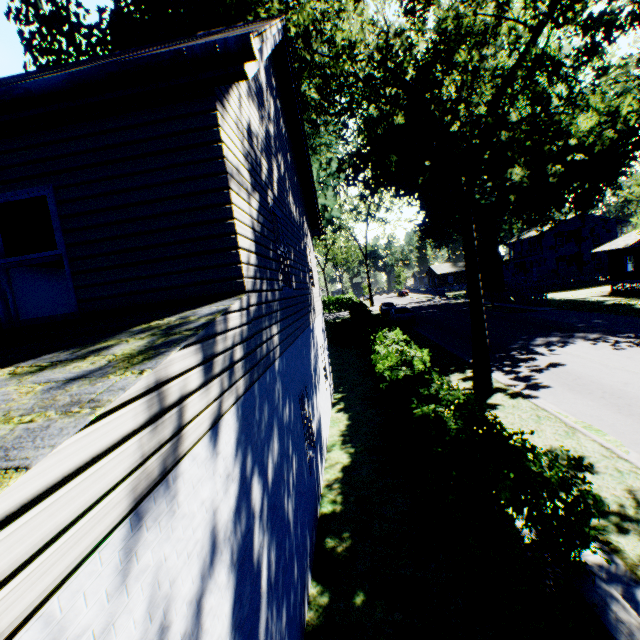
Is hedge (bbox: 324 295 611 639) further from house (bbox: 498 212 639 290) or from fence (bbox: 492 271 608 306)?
house (bbox: 498 212 639 290)

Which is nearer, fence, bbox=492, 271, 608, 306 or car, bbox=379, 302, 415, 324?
car, bbox=379, 302, 415, 324

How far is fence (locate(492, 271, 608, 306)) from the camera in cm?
3077

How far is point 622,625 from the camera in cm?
308

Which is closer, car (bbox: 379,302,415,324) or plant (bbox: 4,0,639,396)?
plant (bbox: 4,0,639,396)

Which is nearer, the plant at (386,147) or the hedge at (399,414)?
the hedge at (399,414)

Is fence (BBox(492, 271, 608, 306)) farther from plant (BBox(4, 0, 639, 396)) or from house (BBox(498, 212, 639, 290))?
house (BBox(498, 212, 639, 290))

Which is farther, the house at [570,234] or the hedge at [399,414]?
the house at [570,234]
